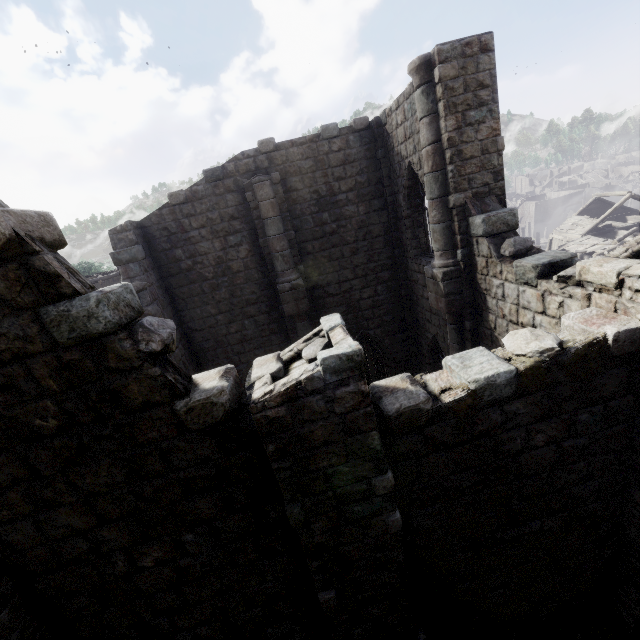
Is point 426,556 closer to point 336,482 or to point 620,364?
point 336,482
